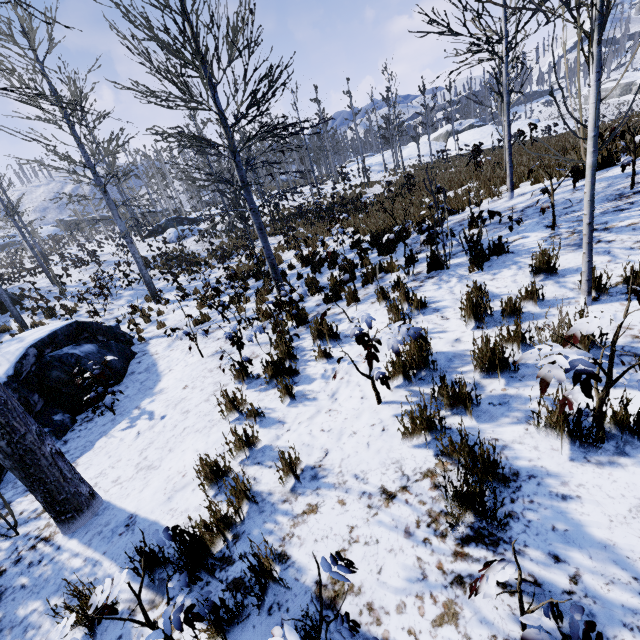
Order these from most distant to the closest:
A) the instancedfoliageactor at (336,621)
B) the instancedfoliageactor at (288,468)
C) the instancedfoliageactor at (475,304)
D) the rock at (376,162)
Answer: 1. the rock at (376,162)
2. the instancedfoliageactor at (288,468)
3. the instancedfoliageactor at (475,304)
4. the instancedfoliageactor at (336,621)

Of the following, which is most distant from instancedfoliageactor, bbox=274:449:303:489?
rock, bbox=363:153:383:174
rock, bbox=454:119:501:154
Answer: rock, bbox=454:119:501:154

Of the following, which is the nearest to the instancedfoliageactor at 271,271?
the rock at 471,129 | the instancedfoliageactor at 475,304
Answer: the instancedfoliageactor at 475,304

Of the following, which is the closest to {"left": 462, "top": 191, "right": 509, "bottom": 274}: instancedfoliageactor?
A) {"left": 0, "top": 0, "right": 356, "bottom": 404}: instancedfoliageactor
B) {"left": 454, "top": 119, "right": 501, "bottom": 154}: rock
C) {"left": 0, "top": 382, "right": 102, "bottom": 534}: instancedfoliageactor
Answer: {"left": 0, "top": 382, "right": 102, "bottom": 534}: instancedfoliageactor

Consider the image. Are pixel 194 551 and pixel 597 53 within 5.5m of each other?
yes

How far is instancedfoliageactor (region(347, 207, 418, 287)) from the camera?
5.98m
